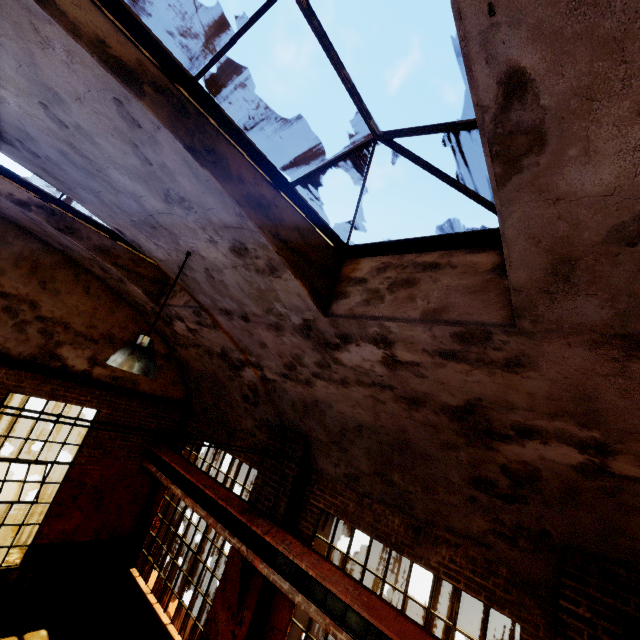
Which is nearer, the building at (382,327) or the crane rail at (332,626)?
the building at (382,327)

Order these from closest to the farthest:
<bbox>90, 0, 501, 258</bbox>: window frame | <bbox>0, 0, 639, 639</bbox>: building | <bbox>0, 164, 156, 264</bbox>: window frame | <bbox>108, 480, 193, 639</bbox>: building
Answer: <bbox>0, 0, 639, 639</bbox>: building, <bbox>90, 0, 501, 258</bbox>: window frame, <bbox>0, 164, 156, 264</bbox>: window frame, <bbox>108, 480, 193, 639</bbox>: building

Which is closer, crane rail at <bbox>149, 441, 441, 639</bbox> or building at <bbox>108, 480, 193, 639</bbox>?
crane rail at <bbox>149, 441, 441, 639</bbox>

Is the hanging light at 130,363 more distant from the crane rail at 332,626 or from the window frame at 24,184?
the crane rail at 332,626

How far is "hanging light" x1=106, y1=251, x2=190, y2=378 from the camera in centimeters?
362cm

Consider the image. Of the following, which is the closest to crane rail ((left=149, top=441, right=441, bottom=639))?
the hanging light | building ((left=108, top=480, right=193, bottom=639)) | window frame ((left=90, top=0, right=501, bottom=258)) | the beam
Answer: the beam

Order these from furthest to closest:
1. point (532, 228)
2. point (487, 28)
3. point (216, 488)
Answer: point (216, 488)
point (532, 228)
point (487, 28)

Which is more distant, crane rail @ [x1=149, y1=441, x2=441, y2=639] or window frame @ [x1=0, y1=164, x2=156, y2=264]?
window frame @ [x1=0, y1=164, x2=156, y2=264]
